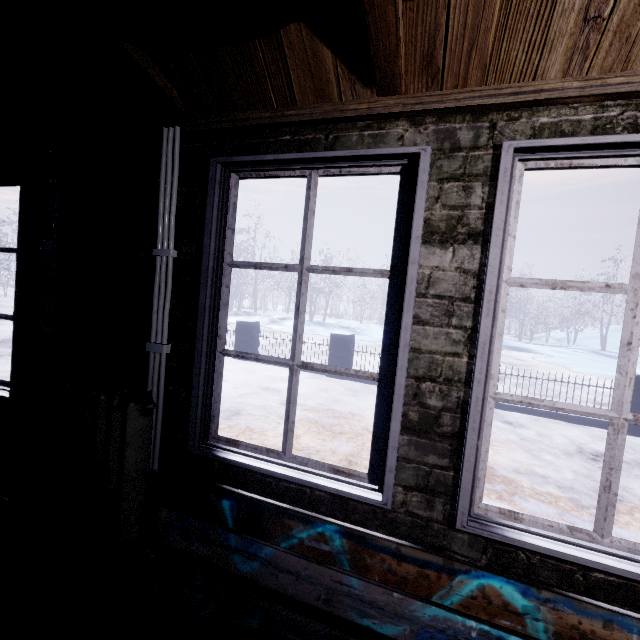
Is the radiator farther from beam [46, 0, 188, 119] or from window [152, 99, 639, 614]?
beam [46, 0, 188, 119]

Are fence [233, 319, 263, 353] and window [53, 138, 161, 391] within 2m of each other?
no

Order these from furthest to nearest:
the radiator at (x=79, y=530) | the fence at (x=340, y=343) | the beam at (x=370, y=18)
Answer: the fence at (x=340, y=343), the radiator at (x=79, y=530), the beam at (x=370, y=18)

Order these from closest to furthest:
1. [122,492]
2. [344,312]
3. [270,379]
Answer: [122,492]
[270,379]
[344,312]

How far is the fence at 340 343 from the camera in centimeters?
645cm

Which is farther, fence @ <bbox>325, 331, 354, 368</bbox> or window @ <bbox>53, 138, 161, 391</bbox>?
fence @ <bbox>325, 331, 354, 368</bbox>

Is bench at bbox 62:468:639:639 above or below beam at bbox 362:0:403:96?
below

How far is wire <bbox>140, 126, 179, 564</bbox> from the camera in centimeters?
141cm
